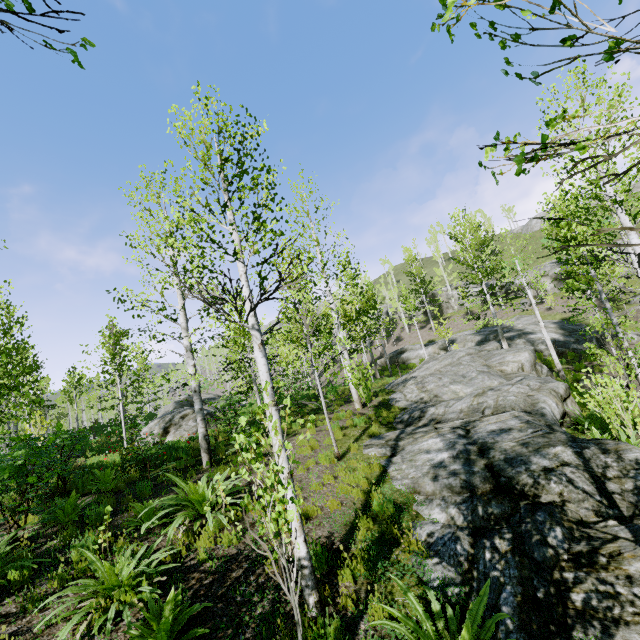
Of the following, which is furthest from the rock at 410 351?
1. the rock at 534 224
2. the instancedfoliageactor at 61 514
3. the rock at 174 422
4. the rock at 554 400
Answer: the rock at 534 224

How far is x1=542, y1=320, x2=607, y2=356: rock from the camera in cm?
2109

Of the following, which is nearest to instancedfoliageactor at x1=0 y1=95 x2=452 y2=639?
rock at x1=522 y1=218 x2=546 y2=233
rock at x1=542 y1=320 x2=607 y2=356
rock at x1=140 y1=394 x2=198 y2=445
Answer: rock at x1=140 y1=394 x2=198 y2=445

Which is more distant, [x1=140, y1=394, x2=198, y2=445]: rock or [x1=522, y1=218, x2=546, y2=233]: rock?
[x1=522, y1=218, x2=546, y2=233]: rock

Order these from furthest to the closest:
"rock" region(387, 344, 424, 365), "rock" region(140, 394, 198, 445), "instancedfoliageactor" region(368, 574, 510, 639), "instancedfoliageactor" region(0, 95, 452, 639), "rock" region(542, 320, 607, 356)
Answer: "rock" region(387, 344, 424, 365) → "rock" region(542, 320, 607, 356) → "rock" region(140, 394, 198, 445) → "instancedfoliageactor" region(0, 95, 452, 639) → "instancedfoliageactor" region(368, 574, 510, 639)

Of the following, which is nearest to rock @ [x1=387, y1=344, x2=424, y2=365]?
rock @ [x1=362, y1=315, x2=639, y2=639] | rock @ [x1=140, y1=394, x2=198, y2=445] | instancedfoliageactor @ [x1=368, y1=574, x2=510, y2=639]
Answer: rock @ [x1=362, y1=315, x2=639, y2=639]

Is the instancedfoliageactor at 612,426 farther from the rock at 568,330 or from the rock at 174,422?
the rock at 174,422

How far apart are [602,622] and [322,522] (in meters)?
4.01
